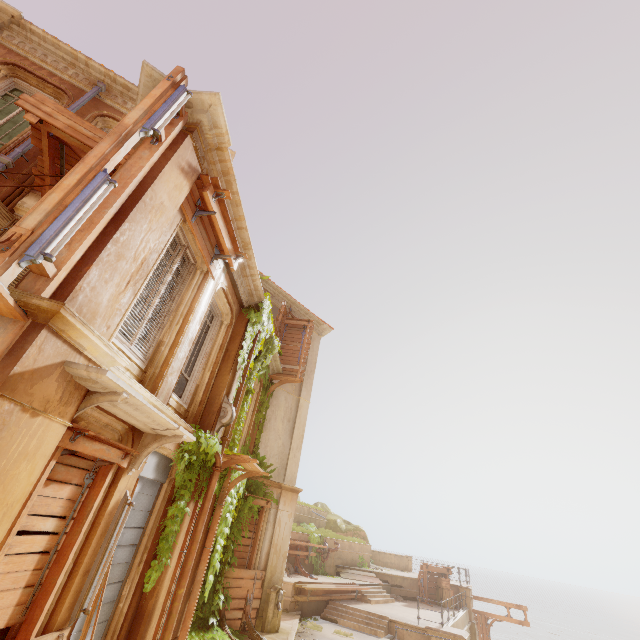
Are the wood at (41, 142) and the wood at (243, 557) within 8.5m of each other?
no

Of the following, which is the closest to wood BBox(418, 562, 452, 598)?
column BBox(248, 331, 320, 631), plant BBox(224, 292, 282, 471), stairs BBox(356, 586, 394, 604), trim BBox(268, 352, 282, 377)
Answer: stairs BBox(356, 586, 394, 604)

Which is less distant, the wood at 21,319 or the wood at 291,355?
the wood at 21,319

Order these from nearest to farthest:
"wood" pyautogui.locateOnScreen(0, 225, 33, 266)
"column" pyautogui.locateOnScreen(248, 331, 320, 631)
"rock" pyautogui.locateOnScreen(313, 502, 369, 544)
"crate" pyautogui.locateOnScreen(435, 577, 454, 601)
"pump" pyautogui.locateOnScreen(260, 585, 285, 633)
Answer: "wood" pyautogui.locateOnScreen(0, 225, 33, 266) < "pump" pyautogui.locateOnScreen(260, 585, 285, 633) < "column" pyautogui.locateOnScreen(248, 331, 320, 631) < "crate" pyautogui.locateOnScreen(435, 577, 454, 601) < "rock" pyautogui.locateOnScreen(313, 502, 369, 544)

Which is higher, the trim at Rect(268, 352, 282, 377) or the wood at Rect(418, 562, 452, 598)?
the trim at Rect(268, 352, 282, 377)

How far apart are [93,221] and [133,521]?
5.5m

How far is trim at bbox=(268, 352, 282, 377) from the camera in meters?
13.5 m

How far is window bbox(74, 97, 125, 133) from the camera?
8.6m
